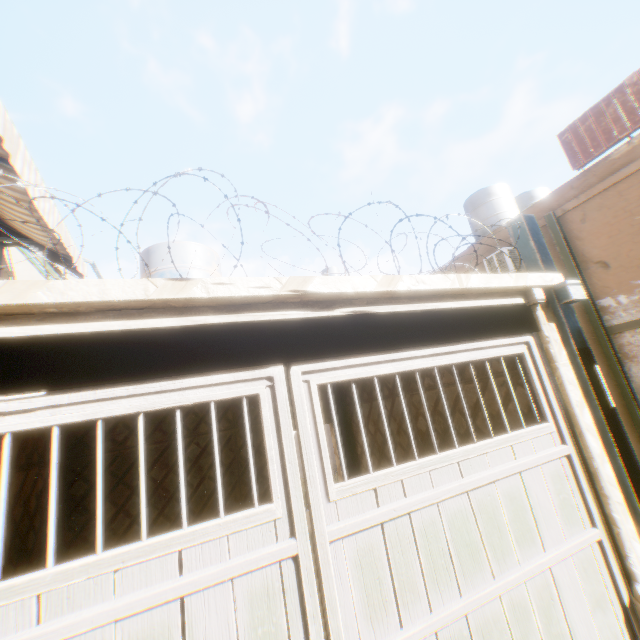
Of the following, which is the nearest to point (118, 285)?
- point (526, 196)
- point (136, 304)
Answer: point (136, 304)

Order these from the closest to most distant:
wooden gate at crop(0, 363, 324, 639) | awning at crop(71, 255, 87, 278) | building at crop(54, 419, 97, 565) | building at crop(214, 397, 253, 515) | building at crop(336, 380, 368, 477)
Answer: wooden gate at crop(0, 363, 324, 639) < awning at crop(71, 255, 87, 278) < building at crop(54, 419, 97, 565) < building at crop(214, 397, 253, 515) < building at crop(336, 380, 368, 477)

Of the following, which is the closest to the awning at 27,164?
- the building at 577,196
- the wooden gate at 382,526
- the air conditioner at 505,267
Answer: the building at 577,196

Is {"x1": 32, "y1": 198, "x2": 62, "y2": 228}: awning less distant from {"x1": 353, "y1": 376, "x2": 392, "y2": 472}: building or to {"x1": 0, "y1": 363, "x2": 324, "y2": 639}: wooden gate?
{"x1": 353, "y1": 376, "x2": 392, "y2": 472}: building

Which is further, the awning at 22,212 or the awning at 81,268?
the awning at 81,268

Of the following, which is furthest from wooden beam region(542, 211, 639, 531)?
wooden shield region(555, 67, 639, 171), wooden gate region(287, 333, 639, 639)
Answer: wooden shield region(555, 67, 639, 171)

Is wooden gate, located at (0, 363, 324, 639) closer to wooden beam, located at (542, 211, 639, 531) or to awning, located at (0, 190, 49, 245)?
wooden beam, located at (542, 211, 639, 531)
